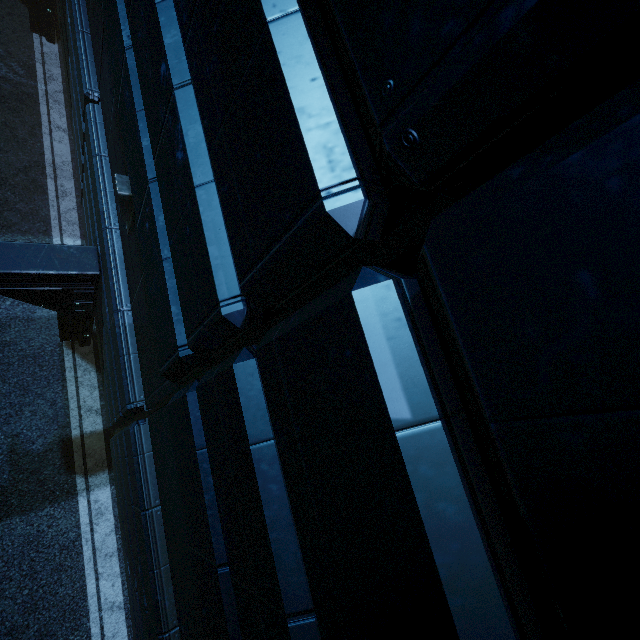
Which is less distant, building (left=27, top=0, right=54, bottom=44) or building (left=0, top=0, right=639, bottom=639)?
building (left=0, top=0, right=639, bottom=639)

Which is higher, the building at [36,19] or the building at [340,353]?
the building at [340,353]

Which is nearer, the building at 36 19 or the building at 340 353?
the building at 340 353

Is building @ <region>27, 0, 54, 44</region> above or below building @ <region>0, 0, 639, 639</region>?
below

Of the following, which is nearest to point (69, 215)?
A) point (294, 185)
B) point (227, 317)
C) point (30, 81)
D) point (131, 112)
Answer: point (30, 81)
